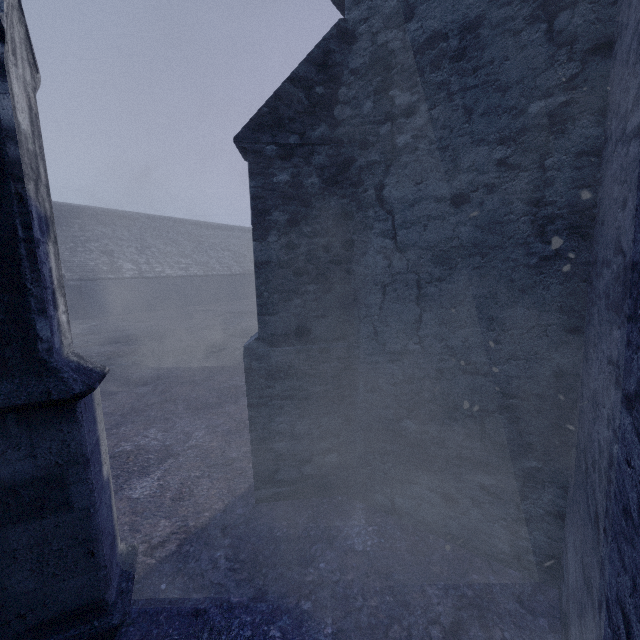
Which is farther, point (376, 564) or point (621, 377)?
point (376, 564)
